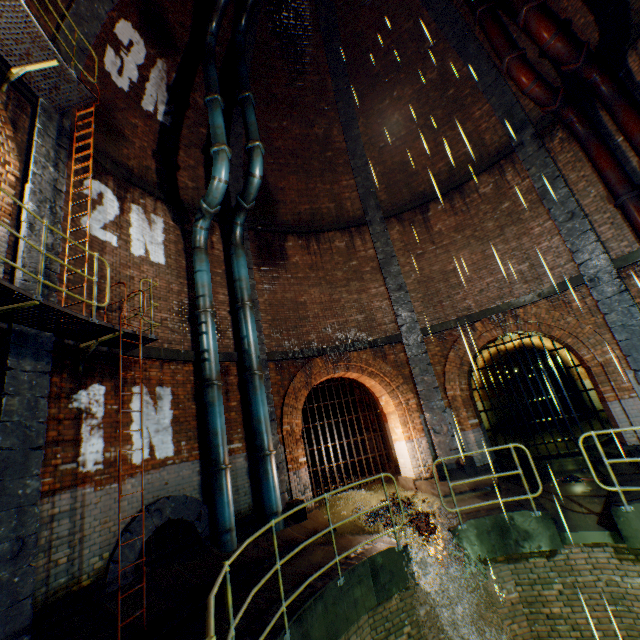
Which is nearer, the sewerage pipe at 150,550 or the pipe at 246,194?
the sewerage pipe at 150,550

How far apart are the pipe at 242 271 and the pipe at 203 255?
0.6 meters

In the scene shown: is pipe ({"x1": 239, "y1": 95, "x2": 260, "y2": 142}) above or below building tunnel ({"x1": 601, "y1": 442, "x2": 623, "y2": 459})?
above

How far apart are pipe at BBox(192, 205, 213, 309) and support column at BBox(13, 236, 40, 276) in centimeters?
299cm

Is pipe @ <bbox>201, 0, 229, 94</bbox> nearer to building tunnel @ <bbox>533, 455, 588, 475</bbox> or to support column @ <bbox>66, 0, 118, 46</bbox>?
support column @ <bbox>66, 0, 118, 46</bbox>

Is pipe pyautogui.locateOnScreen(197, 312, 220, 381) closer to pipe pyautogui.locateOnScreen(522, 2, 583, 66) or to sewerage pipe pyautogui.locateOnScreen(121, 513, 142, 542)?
sewerage pipe pyautogui.locateOnScreen(121, 513, 142, 542)

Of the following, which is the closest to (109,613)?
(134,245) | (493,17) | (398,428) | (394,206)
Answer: (134,245)

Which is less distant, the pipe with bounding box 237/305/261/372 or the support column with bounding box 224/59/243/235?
the pipe with bounding box 237/305/261/372
